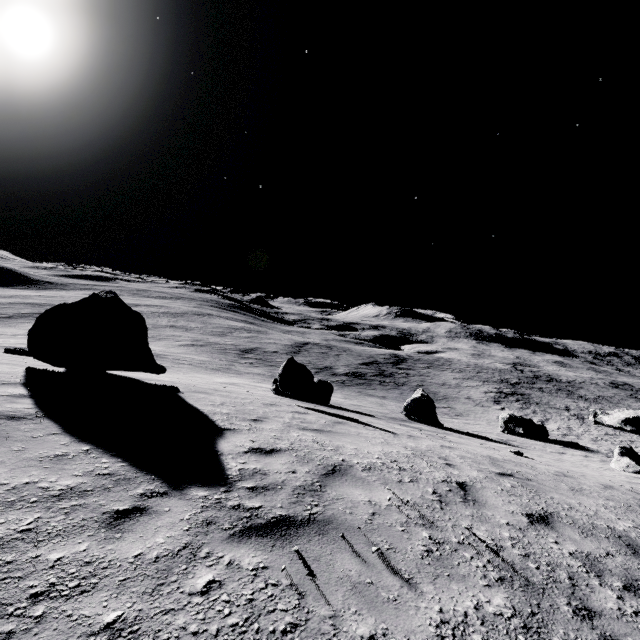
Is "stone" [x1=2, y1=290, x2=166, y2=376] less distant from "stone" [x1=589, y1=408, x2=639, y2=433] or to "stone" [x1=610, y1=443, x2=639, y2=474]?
"stone" [x1=610, y1=443, x2=639, y2=474]

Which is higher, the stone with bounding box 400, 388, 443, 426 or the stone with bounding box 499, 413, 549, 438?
the stone with bounding box 400, 388, 443, 426

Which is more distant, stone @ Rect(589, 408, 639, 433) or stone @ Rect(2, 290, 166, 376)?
stone @ Rect(589, 408, 639, 433)

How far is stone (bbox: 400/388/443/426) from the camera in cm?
1986

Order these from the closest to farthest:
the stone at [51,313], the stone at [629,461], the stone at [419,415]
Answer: the stone at [51,313]
the stone at [629,461]
the stone at [419,415]

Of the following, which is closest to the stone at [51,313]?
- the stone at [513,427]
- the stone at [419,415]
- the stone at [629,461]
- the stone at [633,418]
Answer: the stone at [419,415]

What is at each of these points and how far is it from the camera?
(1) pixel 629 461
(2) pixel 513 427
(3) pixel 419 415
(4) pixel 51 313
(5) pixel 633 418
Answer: (1) stone, 15.4m
(2) stone, 22.7m
(3) stone, 19.9m
(4) stone, 7.9m
(5) stone, 33.4m

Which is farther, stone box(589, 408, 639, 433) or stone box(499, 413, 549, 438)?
stone box(589, 408, 639, 433)
